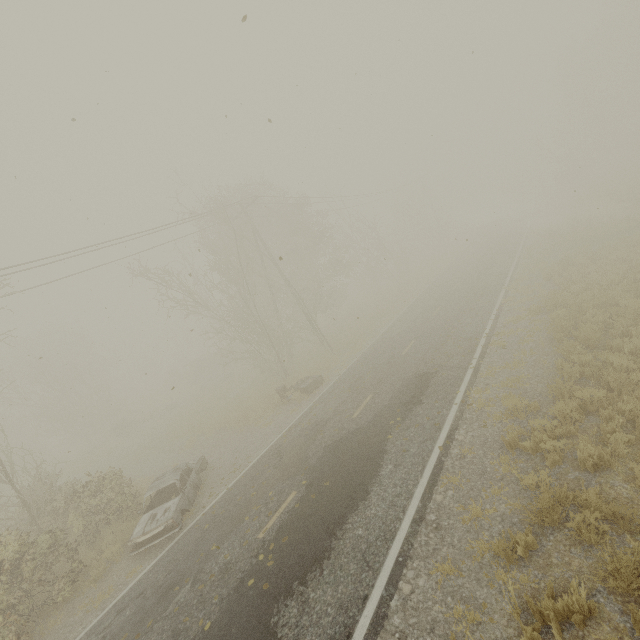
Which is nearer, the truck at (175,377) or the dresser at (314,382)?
the dresser at (314,382)

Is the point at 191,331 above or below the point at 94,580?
above

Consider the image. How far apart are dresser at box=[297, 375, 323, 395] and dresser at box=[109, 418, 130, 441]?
22.4 meters

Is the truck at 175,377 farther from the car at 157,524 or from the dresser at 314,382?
the car at 157,524

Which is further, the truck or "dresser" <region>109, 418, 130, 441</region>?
the truck

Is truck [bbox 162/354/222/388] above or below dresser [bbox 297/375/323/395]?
above

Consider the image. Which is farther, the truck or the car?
the truck

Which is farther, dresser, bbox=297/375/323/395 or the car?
dresser, bbox=297/375/323/395
